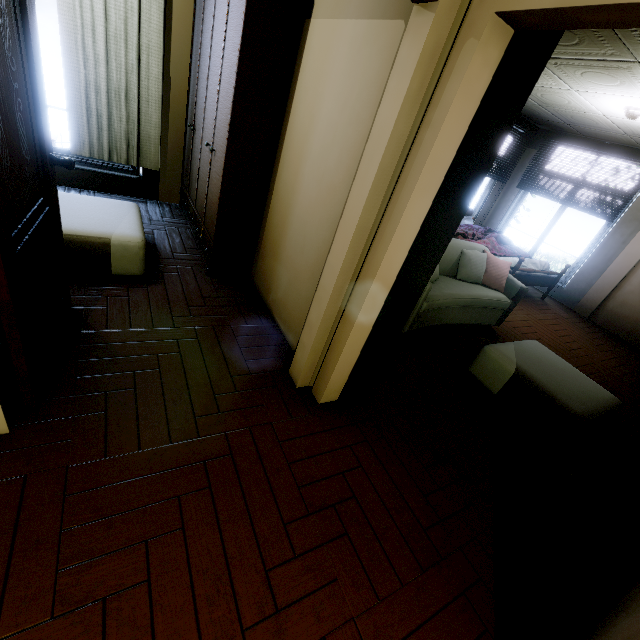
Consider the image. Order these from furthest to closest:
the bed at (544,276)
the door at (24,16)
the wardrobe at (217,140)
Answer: the bed at (544,276)
the wardrobe at (217,140)
the door at (24,16)

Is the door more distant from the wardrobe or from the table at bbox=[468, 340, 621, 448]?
the table at bbox=[468, 340, 621, 448]

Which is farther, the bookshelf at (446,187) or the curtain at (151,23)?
the curtain at (151,23)

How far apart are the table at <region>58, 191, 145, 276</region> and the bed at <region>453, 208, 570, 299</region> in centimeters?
510cm

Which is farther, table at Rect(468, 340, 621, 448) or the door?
table at Rect(468, 340, 621, 448)

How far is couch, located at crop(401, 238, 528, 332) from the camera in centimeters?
338cm

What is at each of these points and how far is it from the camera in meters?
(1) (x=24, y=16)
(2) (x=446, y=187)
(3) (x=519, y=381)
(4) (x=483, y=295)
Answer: (1) door, 1.4 m
(2) bookshelf, 1.7 m
(3) table, 2.7 m
(4) couch, 3.8 m

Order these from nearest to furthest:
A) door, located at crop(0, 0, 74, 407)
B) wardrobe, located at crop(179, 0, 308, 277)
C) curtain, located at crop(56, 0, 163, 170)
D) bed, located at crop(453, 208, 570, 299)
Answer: door, located at crop(0, 0, 74, 407), wardrobe, located at crop(179, 0, 308, 277), curtain, located at crop(56, 0, 163, 170), bed, located at crop(453, 208, 570, 299)
